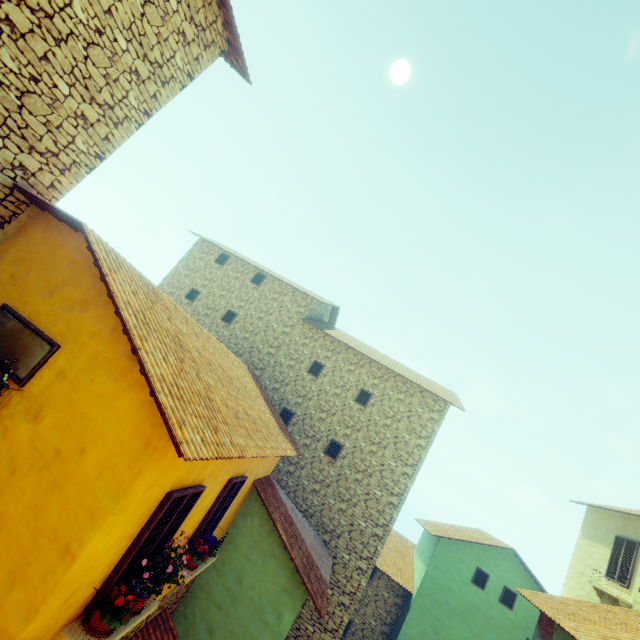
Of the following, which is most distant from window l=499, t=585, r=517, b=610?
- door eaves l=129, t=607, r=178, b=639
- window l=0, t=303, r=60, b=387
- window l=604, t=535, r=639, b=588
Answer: window l=604, t=535, r=639, b=588

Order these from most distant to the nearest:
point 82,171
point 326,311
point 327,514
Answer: point 326,311, point 327,514, point 82,171

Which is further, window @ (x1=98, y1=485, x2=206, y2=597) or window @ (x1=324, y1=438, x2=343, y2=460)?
window @ (x1=324, y1=438, x2=343, y2=460)

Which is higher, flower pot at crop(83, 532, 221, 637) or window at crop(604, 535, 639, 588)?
window at crop(604, 535, 639, 588)

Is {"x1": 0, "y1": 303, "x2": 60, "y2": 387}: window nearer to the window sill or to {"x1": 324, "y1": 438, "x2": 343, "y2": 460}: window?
{"x1": 324, "y1": 438, "x2": 343, "y2": 460}: window

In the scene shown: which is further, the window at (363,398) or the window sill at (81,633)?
the window at (363,398)

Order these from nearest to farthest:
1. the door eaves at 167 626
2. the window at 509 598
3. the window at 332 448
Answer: the door eaves at 167 626, the window at 332 448, the window at 509 598

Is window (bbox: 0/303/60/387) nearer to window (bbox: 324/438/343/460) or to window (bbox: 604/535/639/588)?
Result: window (bbox: 324/438/343/460)
